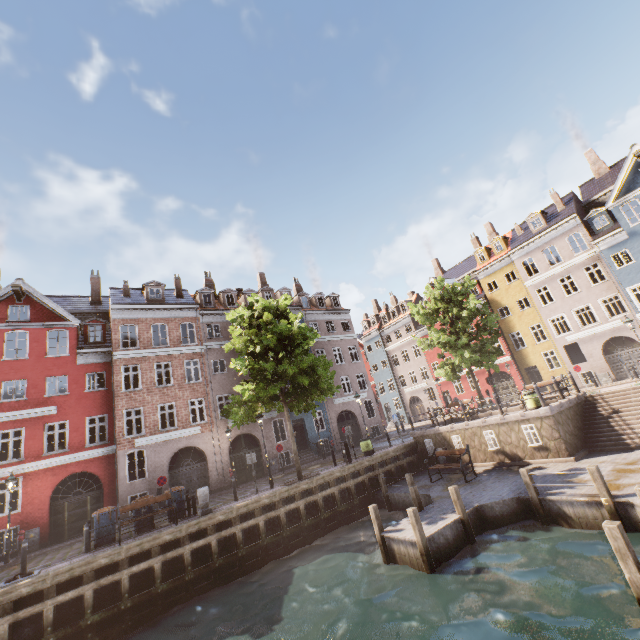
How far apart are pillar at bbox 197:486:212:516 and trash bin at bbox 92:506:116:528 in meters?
3.3

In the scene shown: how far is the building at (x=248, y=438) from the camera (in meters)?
23.36

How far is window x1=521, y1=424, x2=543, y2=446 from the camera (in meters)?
14.30

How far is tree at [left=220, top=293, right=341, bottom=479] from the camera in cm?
1641

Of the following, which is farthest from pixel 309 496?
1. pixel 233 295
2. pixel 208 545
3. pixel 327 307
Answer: pixel 327 307

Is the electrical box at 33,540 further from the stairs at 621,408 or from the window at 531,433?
the stairs at 621,408

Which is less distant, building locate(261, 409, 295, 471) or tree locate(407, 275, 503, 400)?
tree locate(407, 275, 503, 400)

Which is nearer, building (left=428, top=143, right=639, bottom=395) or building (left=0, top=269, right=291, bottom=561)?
building (left=0, top=269, right=291, bottom=561)
